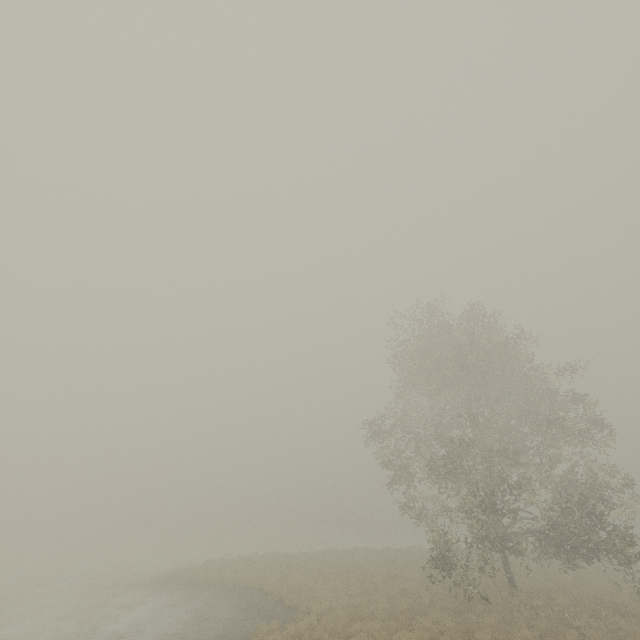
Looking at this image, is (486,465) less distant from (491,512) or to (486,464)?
(486,464)
